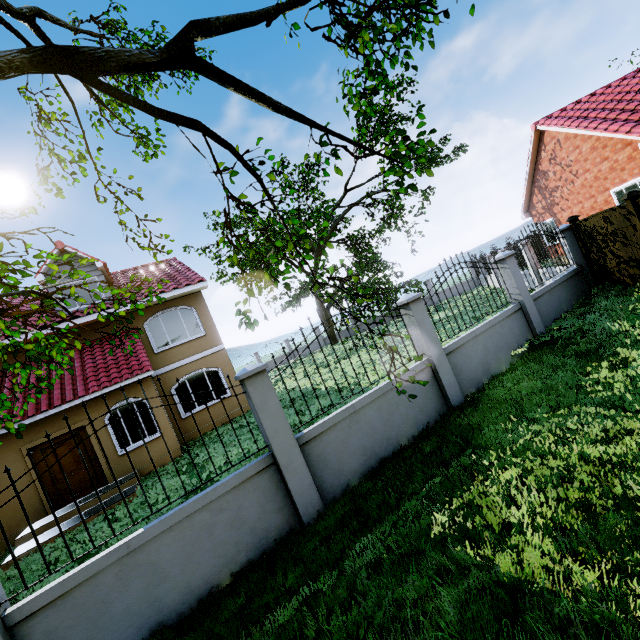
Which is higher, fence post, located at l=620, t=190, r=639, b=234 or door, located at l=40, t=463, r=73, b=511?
fence post, located at l=620, t=190, r=639, b=234

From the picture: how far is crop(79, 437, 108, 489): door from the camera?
10.39m

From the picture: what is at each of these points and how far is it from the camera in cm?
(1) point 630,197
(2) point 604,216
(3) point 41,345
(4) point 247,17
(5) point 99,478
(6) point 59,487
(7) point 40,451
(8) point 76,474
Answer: (1) fence post, 722
(2) fence, 843
(3) tree, 499
(4) tree, 318
(5) door, 1043
(6) door, 998
(7) door, 995
(8) door, 1022

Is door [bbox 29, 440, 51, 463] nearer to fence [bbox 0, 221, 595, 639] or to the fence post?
fence [bbox 0, 221, 595, 639]

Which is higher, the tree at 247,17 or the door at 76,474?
the tree at 247,17

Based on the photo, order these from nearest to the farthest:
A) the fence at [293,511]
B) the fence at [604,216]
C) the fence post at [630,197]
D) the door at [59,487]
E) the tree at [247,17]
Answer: the tree at [247,17] → the fence at [293,511] → the fence post at [630,197] → the fence at [604,216] → the door at [59,487]

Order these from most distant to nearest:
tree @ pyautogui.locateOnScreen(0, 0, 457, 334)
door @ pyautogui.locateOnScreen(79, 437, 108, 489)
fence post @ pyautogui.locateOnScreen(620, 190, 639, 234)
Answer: door @ pyautogui.locateOnScreen(79, 437, 108, 489) < fence post @ pyautogui.locateOnScreen(620, 190, 639, 234) < tree @ pyautogui.locateOnScreen(0, 0, 457, 334)
